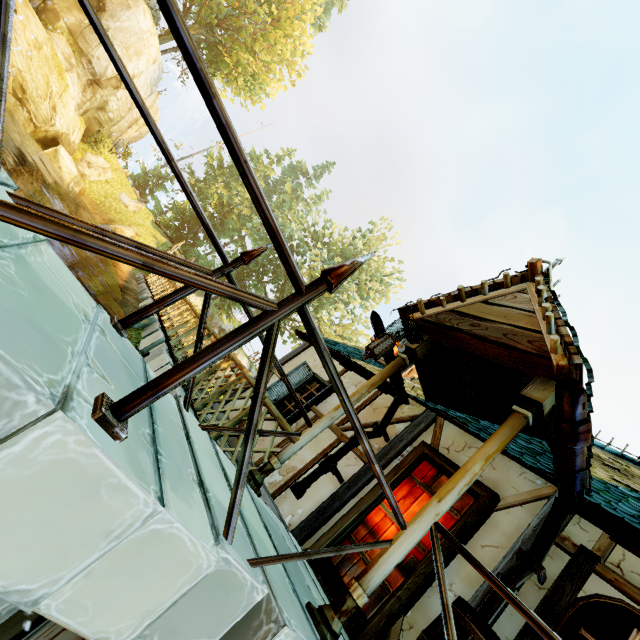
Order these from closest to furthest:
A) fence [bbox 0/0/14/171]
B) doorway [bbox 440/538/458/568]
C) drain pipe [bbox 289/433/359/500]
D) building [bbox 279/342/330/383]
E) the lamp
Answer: fence [bbox 0/0/14/171] → doorway [bbox 440/538/458/568] → the lamp → drain pipe [bbox 289/433/359/500] → building [bbox 279/342/330/383]

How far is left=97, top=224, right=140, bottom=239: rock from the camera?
21.30m

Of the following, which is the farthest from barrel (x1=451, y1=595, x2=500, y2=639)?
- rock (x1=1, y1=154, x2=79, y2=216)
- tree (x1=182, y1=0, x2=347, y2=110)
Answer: tree (x1=182, y1=0, x2=347, y2=110)

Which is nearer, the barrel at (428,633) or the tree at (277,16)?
the barrel at (428,633)

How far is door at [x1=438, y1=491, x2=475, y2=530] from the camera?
3.9m

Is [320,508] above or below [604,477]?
below

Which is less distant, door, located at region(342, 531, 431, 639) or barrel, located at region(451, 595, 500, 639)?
barrel, located at region(451, 595, 500, 639)

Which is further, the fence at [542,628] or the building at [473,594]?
the building at [473,594]
